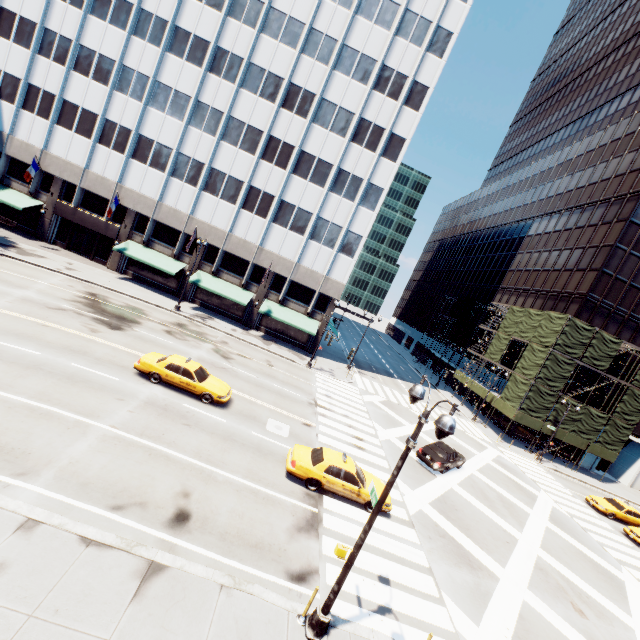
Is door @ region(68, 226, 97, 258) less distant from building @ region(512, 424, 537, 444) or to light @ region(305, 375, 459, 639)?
light @ region(305, 375, 459, 639)

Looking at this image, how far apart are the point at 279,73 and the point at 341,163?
10.75m

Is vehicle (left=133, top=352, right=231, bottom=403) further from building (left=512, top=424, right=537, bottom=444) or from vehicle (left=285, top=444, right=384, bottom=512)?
building (left=512, top=424, right=537, bottom=444)

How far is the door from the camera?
35.25m

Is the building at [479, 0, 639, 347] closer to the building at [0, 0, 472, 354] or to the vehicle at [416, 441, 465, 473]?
the vehicle at [416, 441, 465, 473]

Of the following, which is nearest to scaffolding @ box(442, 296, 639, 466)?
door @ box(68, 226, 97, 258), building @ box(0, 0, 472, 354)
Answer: building @ box(0, 0, 472, 354)

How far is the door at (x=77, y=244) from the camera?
35.25m

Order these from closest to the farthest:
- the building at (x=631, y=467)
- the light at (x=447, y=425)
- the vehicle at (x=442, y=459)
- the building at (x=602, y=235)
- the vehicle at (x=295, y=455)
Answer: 1. the light at (x=447, y=425)
2. the vehicle at (x=295, y=455)
3. the vehicle at (x=442, y=459)
4. the building at (x=602, y=235)
5. the building at (x=631, y=467)
